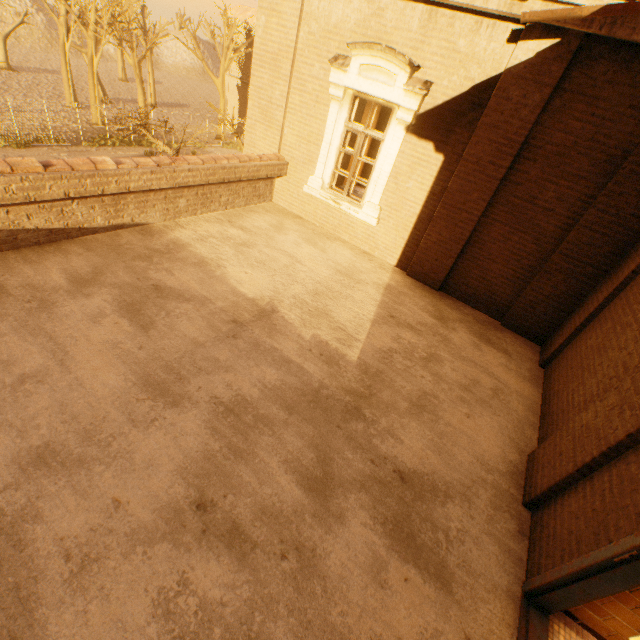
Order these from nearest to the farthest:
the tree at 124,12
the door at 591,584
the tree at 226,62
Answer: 1. the door at 591,584
2. the tree at 124,12
3. the tree at 226,62

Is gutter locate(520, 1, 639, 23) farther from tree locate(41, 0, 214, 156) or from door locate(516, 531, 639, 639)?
tree locate(41, 0, 214, 156)

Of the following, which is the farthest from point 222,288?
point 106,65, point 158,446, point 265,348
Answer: A: point 106,65

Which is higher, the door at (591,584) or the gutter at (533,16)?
the gutter at (533,16)

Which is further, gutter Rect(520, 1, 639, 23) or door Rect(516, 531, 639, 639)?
gutter Rect(520, 1, 639, 23)

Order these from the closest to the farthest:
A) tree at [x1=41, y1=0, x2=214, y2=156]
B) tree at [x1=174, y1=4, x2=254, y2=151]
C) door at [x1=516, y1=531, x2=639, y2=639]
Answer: door at [x1=516, y1=531, x2=639, y2=639] → tree at [x1=41, y1=0, x2=214, y2=156] → tree at [x1=174, y1=4, x2=254, y2=151]

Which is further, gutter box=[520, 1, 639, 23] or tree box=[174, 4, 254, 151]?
tree box=[174, 4, 254, 151]

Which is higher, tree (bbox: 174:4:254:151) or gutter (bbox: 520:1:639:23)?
gutter (bbox: 520:1:639:23)
